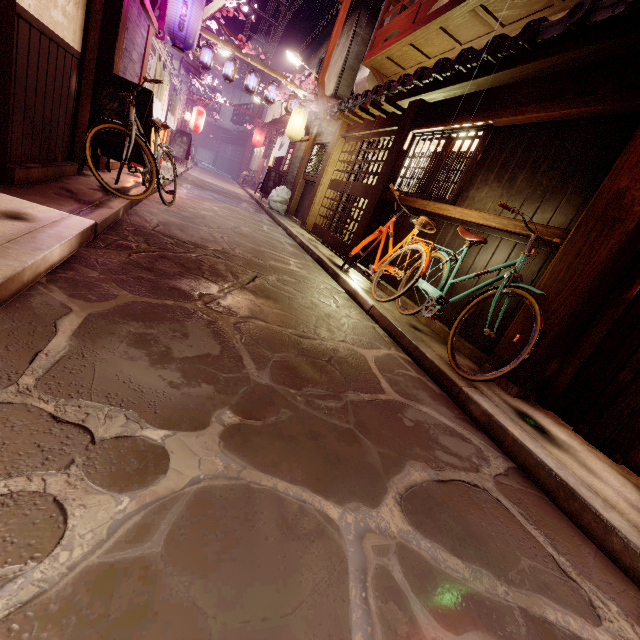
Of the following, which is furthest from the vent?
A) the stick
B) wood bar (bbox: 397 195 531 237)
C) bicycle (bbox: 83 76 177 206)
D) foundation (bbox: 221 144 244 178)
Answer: foundation (bbox: 221 144 244 178)

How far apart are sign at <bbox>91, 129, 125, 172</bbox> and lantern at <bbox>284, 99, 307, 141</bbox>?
13.6m

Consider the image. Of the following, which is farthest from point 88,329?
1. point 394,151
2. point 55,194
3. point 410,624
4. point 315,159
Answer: point 315,159

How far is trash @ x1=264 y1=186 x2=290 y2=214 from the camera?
22.2m

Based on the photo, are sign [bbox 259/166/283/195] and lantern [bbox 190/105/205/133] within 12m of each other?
yes

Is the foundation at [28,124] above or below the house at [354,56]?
below

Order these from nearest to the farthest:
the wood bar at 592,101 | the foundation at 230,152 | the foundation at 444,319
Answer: the wood bar at 592,101, the foundation at 444,319, the foundation at 230,152

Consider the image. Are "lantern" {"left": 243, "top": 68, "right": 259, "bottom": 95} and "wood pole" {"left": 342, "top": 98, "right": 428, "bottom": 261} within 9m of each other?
no
